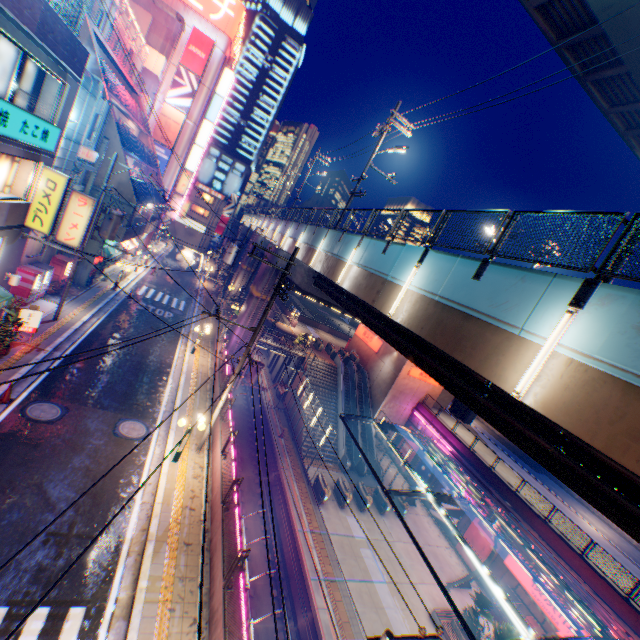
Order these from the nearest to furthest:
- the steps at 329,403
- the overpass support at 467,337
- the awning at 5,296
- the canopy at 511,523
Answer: the overpass support at 467,337 → the awning at 5,296 → the canopy at 511,523 → the steps at 329,403

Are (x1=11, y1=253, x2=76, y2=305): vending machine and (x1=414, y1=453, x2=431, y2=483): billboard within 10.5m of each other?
no

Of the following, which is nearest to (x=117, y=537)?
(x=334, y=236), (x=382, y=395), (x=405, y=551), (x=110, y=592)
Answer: (x=110, y=592)

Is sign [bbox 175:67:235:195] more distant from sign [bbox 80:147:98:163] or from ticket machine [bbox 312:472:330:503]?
ticket machine [bbox 312:472:330:503]

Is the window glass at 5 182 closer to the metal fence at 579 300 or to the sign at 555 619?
the metal fence at 579 300

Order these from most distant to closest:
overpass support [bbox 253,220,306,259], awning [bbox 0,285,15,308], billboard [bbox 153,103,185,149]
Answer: billboard [bbox 153,103,185,149], overpass support [bbox 253,220,306,259], awning [bbox 0,285,15,308]

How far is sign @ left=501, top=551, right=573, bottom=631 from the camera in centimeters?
1941cm

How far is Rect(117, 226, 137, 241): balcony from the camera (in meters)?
24.14
